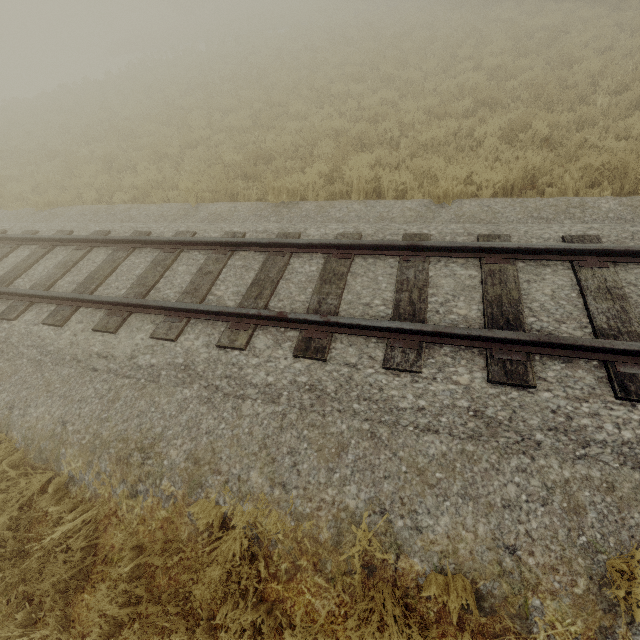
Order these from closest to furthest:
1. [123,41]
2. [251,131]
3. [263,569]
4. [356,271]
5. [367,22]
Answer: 1. [263,569]
2. [356,271]
3. [251,131]
4. [367,22]
5. [123,41]
